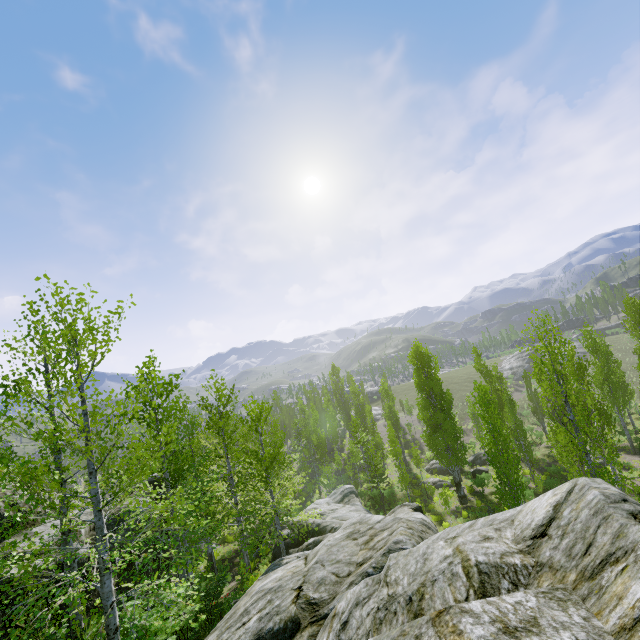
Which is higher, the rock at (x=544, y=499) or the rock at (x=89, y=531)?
the rock at (x=89, y=531)

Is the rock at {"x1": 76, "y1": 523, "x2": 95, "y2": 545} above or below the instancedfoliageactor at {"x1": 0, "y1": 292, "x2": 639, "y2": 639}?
above

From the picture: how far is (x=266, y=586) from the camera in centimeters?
827cm

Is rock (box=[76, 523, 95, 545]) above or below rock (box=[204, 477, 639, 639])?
above

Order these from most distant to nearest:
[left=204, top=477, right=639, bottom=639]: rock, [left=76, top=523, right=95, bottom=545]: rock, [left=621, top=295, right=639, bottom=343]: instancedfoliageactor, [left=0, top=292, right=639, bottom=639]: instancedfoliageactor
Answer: [left=621, top=295, right=639, bottom=343]: instancedfoliageactor
[left=76, top=523, right=95, bottom=545]: rock
[left=0, top=292, right=639, bottom=639]: instancedfoliageactor
[left=204, top=477, right=639, bottom=639]: rock

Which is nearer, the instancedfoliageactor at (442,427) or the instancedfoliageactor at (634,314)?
the instancedfoliageactor at (442,427)

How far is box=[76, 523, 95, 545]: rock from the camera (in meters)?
12.52
